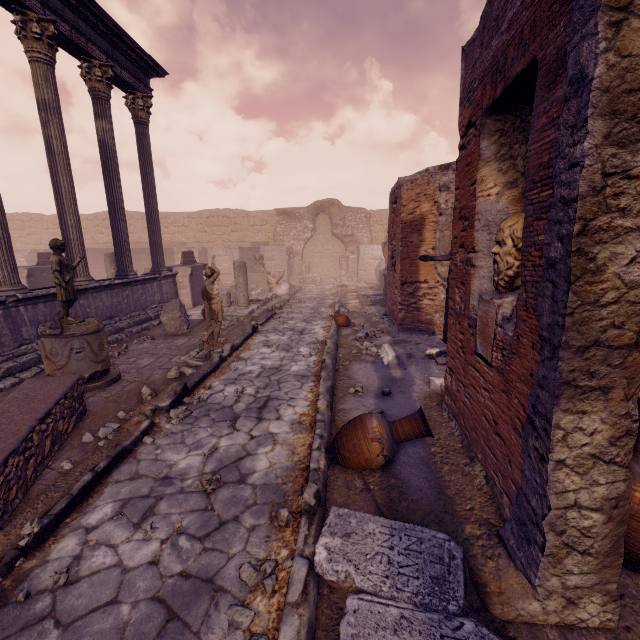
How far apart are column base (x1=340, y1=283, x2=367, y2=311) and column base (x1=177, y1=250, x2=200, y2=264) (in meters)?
6.35

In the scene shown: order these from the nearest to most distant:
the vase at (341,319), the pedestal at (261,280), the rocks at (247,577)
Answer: the rocks at (247,577) → the vase at (341,319) → the pedestal at (261,280)

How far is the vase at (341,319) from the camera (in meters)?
9.47

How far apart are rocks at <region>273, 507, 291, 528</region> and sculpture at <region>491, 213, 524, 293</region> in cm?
278

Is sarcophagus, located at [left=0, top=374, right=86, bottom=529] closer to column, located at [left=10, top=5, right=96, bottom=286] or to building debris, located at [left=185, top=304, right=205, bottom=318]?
column, located at [left=10, top=5, right=96, bottom=286]

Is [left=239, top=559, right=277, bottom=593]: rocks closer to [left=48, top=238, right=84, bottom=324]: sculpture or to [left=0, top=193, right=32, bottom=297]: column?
[left=48, top=238, right=84, bottom=324]: sculpture

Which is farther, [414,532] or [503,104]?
[503,104]

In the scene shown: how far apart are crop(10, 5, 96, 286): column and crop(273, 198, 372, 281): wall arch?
16.6m
